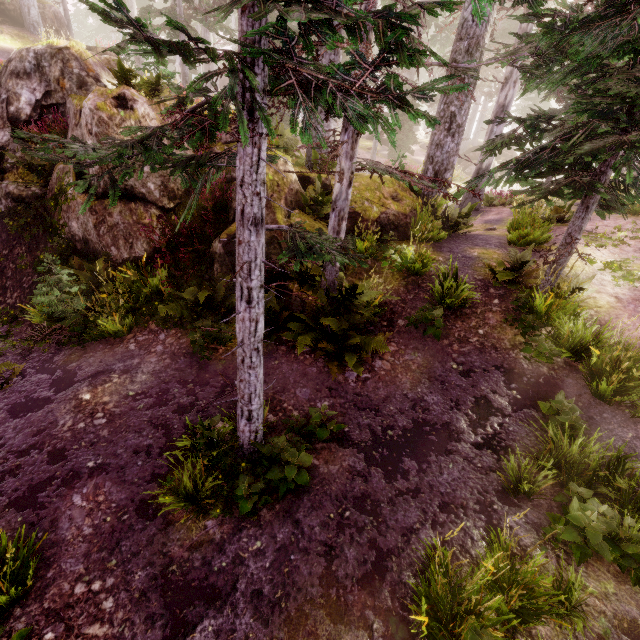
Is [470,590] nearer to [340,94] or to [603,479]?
[603,479]

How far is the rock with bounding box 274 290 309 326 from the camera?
7.6m

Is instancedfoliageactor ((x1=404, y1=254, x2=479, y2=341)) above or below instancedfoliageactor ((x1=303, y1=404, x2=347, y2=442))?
above

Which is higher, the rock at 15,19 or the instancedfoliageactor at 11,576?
the rock at 15,19

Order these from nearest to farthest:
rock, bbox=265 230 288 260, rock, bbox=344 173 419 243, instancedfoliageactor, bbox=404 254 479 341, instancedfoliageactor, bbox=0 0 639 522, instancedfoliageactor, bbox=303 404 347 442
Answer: instancedfoliageactor, bbox=0 0 639 522
instancedfoliageactor, bbox=303 404 347 442
instancedfoliageactor, bbox=404 254 479 341
rock, bbox=265 230 288 260
rock, bbox=344 173 419 243

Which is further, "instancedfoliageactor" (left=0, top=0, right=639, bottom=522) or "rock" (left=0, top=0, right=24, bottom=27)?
"rock" (left=0, top=0, right=24, bottom=27)

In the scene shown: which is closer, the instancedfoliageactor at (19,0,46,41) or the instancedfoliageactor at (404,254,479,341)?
the instancedfoliageactor at (404,254,479,341)

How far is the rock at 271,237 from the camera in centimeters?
773cm
